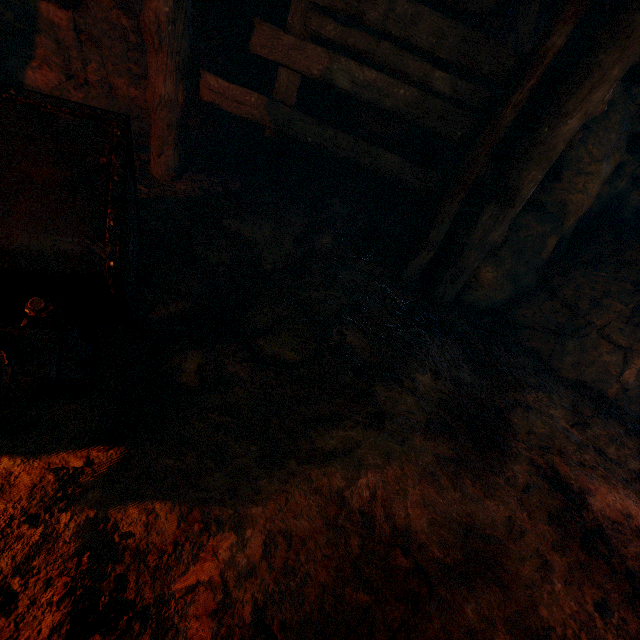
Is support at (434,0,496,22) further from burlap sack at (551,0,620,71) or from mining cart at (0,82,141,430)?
mining cart at (0,82,141,430)

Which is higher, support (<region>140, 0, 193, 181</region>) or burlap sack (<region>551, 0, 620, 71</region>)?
burlap sack (<region>551, 0, 620, 71</region>)

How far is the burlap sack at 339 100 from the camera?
4.0m

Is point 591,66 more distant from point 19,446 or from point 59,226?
point 19,446

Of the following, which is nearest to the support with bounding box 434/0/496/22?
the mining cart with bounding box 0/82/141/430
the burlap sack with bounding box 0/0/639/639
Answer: the burlap sack with bounding box 0/0/639/639

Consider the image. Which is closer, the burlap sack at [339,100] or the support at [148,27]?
the support at [148,27]
